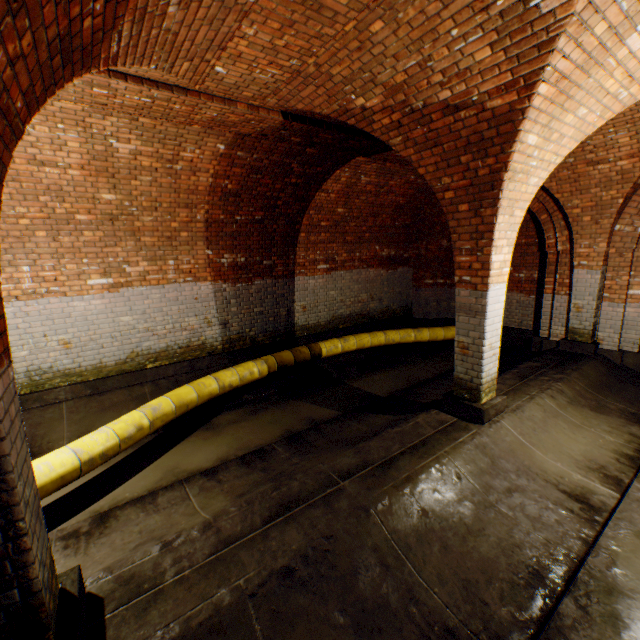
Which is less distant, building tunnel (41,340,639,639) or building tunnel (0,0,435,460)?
building tunnel (41,340,639,639)

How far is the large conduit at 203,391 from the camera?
3.6m

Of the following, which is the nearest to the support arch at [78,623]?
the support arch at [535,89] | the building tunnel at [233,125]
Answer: the building tunnel at [233,125]

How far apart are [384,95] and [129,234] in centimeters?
487cm

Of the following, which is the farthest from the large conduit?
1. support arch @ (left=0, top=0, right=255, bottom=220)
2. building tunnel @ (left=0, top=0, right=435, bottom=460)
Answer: support arch @ (left=0, top=0, right=255, bottom=220)

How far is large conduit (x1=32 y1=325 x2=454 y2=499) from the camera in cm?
359

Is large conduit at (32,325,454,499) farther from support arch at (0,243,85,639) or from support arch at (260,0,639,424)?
→ support arch at (260,0,639,424)

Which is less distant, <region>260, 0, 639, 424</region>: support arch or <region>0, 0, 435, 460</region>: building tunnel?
<region>260, 0, 639, 424</region>: support arch
